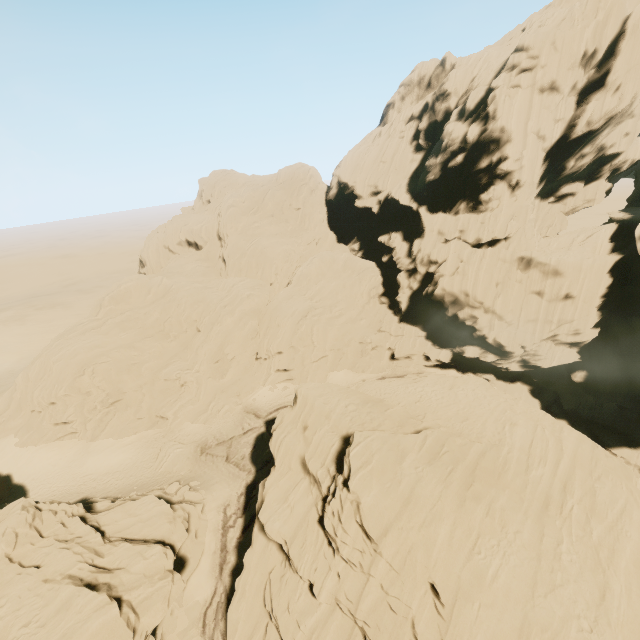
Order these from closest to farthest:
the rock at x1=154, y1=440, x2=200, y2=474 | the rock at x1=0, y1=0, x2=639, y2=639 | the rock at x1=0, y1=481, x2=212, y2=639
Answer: the rock at x1=0, y1=481, x2=212, y2=639, the rock at x1=0, y1=0, x2=639, y2=639, the rock at x1=154, y1=440, x2=200, y2=474

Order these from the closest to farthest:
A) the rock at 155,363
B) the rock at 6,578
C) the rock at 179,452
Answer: the rock at 6,578 < the rock at 155,363 < the rock at 179,452

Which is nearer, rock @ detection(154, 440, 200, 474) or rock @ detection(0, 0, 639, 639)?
rock @ detection(0, 0, 639, 639)

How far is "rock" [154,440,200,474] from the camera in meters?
34.1

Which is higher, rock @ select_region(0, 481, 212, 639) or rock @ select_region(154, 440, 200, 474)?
rock @ select_region(0, 481, 212, 639)

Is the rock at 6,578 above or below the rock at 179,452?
above

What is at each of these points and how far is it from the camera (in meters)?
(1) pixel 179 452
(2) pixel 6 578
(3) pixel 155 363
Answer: (1) rock, 35.09
(2) rock, 15.72
(3) rock, 40.97
